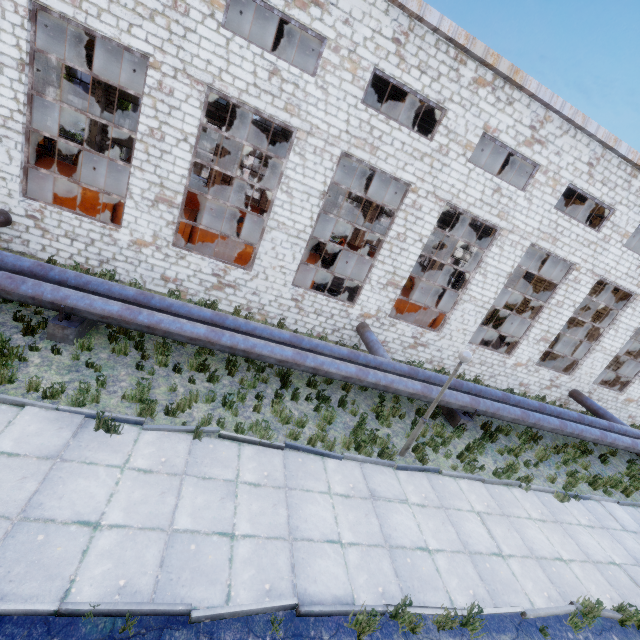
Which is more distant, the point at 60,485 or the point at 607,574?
the point at 607,574

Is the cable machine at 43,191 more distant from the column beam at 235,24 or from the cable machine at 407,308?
the column beam at 235,24

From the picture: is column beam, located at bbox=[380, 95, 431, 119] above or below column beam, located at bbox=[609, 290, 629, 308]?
above

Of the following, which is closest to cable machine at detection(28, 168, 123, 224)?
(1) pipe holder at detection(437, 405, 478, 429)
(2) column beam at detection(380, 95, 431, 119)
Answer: (2) column beam at detection(380, 95, 431, 119)

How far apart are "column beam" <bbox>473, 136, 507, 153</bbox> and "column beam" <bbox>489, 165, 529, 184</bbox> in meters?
4.0 m

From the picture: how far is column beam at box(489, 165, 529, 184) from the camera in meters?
19.6

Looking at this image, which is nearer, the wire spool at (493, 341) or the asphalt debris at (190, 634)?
the asphalt debris at (190, 634)

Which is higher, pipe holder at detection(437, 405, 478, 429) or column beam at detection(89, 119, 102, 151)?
column beam at detection(89, 119, 102, 151)
